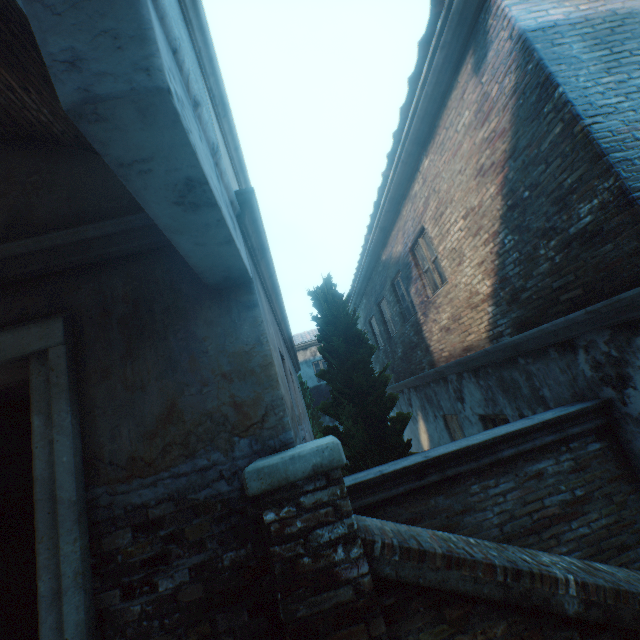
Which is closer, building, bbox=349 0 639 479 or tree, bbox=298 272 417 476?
building, bbox=349 0 639 479

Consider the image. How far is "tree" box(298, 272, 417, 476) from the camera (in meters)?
4.23

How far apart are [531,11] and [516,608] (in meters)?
5.69

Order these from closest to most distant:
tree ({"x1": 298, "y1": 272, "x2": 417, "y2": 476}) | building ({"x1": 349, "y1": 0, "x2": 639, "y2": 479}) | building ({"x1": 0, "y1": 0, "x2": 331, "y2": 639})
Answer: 1. building ({"x1": 0, "y1": 0, "x2": 331, "y2": 639})
2. building ({"x1": 349, "y1": 0, "x2": 639, "y2": 479})
3. tree ({"x1": 298, "y1": 272, "x2": 417, "y2": 476})

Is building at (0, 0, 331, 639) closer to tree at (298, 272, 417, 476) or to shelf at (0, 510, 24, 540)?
tree at (298, 272, 417, 476)

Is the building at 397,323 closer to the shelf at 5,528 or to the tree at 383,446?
the tree at 383,446

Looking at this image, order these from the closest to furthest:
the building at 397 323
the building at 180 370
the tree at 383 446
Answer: the building at 180 370 < the building at 397 323 < the tree at 383 446

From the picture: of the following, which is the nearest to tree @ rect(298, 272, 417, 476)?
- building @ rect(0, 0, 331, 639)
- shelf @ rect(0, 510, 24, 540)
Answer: shelf @ rect(0, 510, 24, 540)
